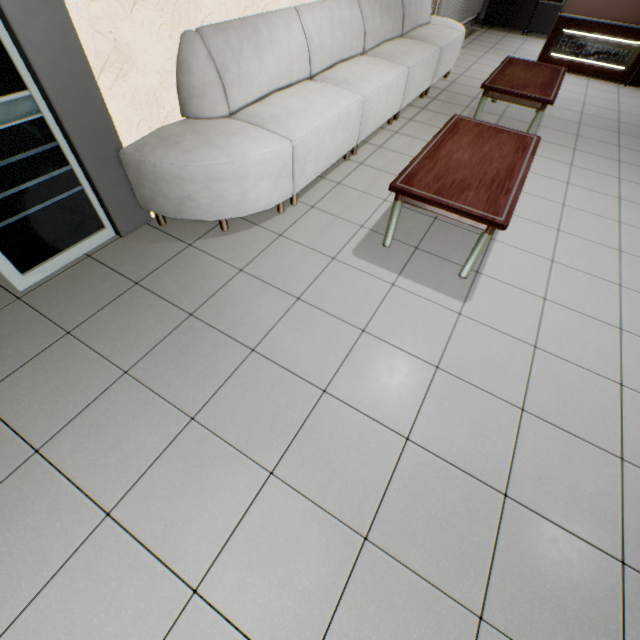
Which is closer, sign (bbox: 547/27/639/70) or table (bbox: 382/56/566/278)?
table (bbox: 382/56/566/278)

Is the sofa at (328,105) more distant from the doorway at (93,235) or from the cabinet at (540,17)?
the cabinet at (540,17)

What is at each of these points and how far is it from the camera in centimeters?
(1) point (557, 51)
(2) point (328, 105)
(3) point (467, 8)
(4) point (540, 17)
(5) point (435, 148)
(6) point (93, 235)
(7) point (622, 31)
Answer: →
(1) sign, 596cm
(2) sofa, 277cm
(3) blinds, 711cm
(4) cabinet, 766cm
(5) table, 257cm
(6) doorway, 237cm
(7) desk, 544cm

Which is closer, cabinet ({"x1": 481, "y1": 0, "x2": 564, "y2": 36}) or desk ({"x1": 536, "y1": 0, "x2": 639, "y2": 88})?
desk ({"x1": 536, "y1": 0, "x2": 639, "y2": 88})

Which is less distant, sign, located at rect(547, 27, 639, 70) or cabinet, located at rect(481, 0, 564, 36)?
sign, located at rect(547, 27, 639, 70)

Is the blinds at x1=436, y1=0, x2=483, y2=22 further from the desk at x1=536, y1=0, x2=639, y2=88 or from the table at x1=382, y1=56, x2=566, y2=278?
the table at x1=382, y1=56, x2=566, y2=278

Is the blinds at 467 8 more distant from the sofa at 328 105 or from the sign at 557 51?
the sign at 557 51

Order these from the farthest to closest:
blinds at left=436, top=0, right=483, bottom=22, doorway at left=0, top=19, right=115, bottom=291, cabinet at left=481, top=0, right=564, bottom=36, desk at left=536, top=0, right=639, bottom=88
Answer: cabinet at left=481, top=0, right=564, bottom=36, blinds at left=436, top=0, right=483, bottom=22, desk at left=536, top=0, right=639, bottom=88, doorway at left=0, top=19, right=115, bottom=291
